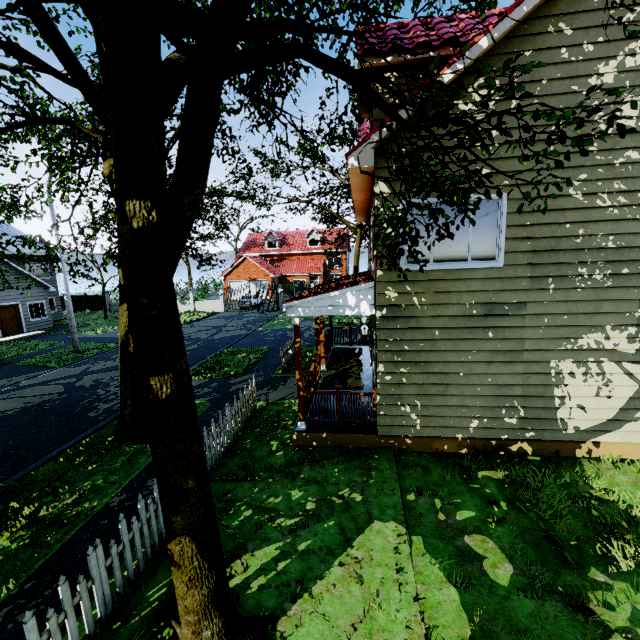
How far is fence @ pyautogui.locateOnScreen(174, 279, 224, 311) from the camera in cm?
3338

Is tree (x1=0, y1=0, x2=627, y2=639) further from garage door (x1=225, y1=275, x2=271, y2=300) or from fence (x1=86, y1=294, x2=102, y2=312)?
garage door (x1=225, y1=275, x2=271, y2=300)

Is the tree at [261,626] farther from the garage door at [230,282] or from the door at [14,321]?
the garage door at [230,282]

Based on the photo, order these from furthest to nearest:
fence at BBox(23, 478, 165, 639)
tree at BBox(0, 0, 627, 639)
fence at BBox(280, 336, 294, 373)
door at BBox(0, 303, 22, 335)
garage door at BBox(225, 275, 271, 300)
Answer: garage door at BBox(225, 275, 271, 300) → door at BBox(0, 303, 22, 335) → fence at BBox(280, 336, 294, 373) → fence at BBox(23, 478, 165, 639) → tree at BBox(0, 0, 627, 639)

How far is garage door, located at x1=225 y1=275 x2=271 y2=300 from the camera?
40.1 meters

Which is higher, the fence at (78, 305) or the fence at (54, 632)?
the fence at (78, 305)

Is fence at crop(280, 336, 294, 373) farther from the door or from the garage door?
the garage door

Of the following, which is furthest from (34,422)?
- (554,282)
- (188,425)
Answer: (554,282)
